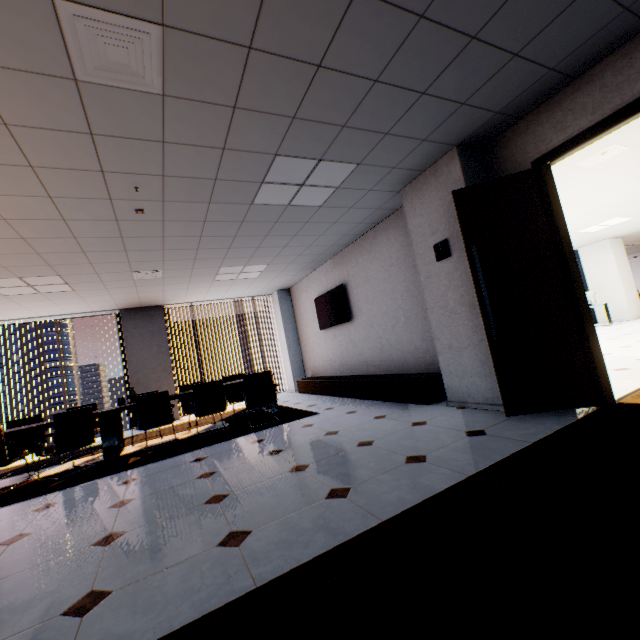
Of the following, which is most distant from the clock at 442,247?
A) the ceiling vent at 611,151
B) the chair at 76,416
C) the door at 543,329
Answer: the chair at 76,416

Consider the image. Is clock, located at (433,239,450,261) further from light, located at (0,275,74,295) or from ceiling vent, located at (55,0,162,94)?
light, located at (0,275,74,295)

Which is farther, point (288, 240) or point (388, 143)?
point (288, 240)

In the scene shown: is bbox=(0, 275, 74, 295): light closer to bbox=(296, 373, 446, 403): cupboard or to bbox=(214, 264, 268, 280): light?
bbox=(214, 264, 268, 280): light

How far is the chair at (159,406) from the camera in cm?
514

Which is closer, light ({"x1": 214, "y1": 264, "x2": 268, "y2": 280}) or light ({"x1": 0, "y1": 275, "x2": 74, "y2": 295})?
light ({"x1": 0, "y1": 275, "x2": 74, "y2": 295})

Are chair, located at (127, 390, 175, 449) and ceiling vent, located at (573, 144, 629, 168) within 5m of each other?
no

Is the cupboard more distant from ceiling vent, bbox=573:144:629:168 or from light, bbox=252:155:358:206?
ceiling vent, bbox=573:144:629:168
